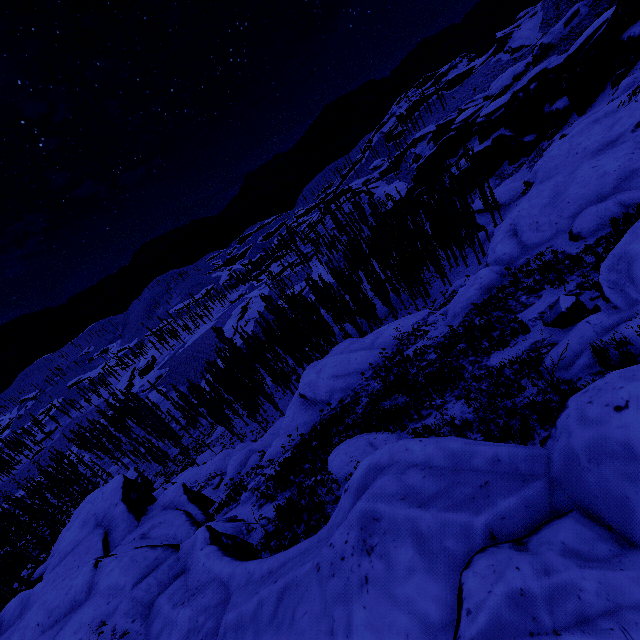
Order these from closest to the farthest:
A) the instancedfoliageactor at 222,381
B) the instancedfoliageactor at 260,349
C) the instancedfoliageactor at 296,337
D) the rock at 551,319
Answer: the rock at 551,319
the instancedfoliageactor at 296,337
the instancedfoliageactor at 222,381
the instancedfoliageactor at 260,349

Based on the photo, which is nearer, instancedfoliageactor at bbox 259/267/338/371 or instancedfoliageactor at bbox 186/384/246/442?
instancedfoliageactor at bbox 259/267/338/371

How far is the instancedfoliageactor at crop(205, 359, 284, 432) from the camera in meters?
42.3

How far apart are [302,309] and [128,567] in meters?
30.3 m

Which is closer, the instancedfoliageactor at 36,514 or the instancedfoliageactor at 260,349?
the instancedfoliageactor at 36,514

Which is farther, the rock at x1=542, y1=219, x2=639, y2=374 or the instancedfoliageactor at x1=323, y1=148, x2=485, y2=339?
the instancedfoliageactor at x1=323, y1=148, x2=485, y2=339
